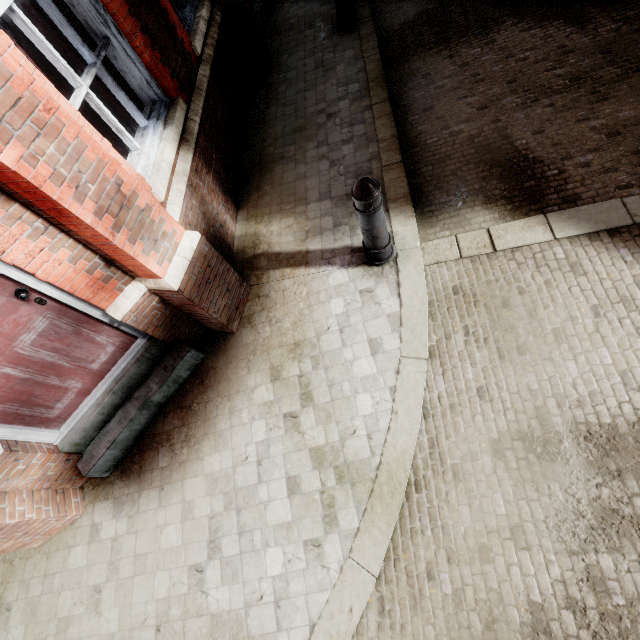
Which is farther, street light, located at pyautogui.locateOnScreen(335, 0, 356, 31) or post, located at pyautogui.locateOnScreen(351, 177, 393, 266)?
street light, located at pyautogui.locateOnScreen(335, 0, 356, 31)

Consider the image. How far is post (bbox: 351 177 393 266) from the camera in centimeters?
252cm

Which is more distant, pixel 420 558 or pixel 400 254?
pixel 400 254

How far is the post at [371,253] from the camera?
2.5m

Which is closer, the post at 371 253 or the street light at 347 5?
the post at 371 253
